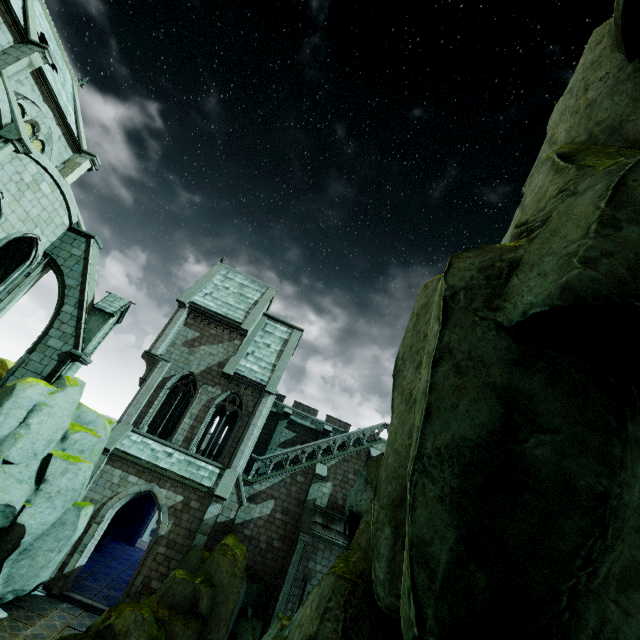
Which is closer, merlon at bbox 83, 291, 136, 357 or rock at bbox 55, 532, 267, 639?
rock at bbox 55, 532, 267, 639

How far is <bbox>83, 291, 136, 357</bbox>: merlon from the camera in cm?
1587

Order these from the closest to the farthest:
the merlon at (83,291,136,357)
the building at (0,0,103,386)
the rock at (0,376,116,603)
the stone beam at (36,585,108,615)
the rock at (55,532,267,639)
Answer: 1. the rock at (55,532,267,639)
2. the rock at (0,376,116,603)
3. the building at (0,0,103,386)
4. the stone beam at (36,585,108,615)
5. the merlon at (83,291,136,357)

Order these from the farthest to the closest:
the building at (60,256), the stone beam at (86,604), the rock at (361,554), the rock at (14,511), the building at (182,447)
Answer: the building at (182,447), the stone beam at (86,604), the building at (60,256), the rock at (14,511), the rock at (361,554)

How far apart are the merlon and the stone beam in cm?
1032

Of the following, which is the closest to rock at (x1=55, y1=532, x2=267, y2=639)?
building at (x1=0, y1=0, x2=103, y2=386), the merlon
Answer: building at (x1=0, y1=0, x2=103, y2=386)

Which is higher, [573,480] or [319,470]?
[319,470]

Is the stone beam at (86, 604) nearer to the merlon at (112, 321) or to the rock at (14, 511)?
the rock at (14, 511)
